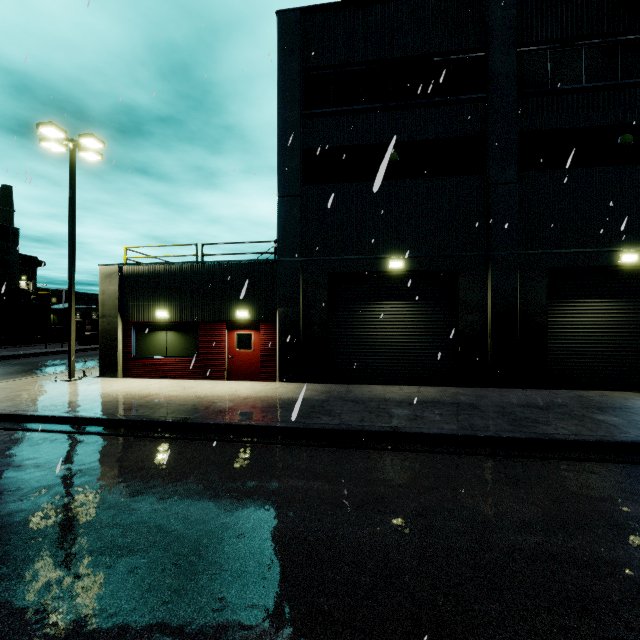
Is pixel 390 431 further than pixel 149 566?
Yes

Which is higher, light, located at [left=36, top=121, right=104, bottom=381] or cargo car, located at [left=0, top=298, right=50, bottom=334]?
light, located at [left=36, top=121, right=104, bottom=381]

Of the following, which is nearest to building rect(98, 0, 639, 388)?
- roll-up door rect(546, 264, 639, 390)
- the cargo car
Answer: roll-up door rect(546, 264, 639, 390)

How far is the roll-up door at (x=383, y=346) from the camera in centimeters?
1240cm

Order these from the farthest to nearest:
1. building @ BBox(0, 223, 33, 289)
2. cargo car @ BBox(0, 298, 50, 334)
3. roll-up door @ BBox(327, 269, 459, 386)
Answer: building @ BBox(0, 223, 33, 289)
cargo car @ BBox(0, 298, 50, 334)
roll-up door @ BBox(327, 269, 459, 386)

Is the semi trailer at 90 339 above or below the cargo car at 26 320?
below

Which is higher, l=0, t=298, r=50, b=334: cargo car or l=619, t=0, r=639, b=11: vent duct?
l=619, t=0, r=639, b=11: vent duct

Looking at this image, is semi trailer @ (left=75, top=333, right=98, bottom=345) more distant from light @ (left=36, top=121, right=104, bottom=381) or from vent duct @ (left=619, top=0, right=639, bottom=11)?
light @ (left=36, top=121, right=104, bottom=381)
